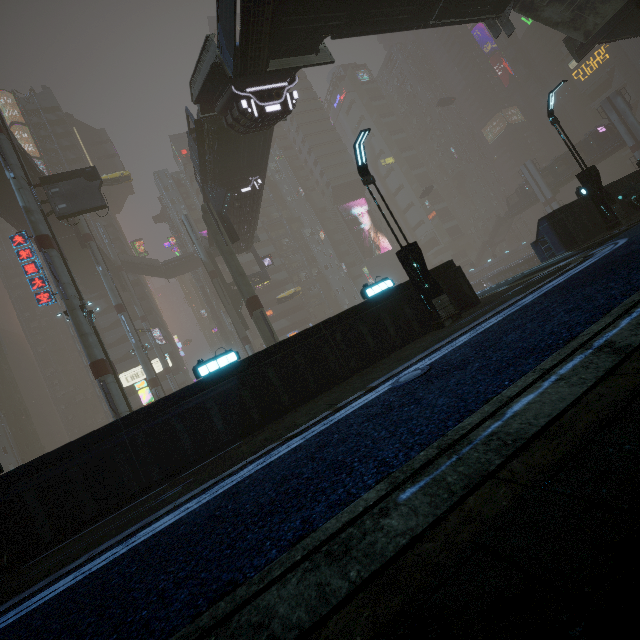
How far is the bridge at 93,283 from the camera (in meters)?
39.91

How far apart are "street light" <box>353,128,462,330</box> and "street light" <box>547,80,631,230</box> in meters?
10.2

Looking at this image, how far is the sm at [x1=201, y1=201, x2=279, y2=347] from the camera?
23.08m

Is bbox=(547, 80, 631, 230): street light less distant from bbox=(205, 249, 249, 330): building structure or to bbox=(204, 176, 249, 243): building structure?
bbox=(204, 176, 249, 243): building structure

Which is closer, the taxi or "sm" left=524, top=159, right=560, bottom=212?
the taxi

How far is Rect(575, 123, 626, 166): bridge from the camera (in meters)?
48.94

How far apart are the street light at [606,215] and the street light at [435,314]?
10.2m

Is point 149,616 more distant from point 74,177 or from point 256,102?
point 74,177
